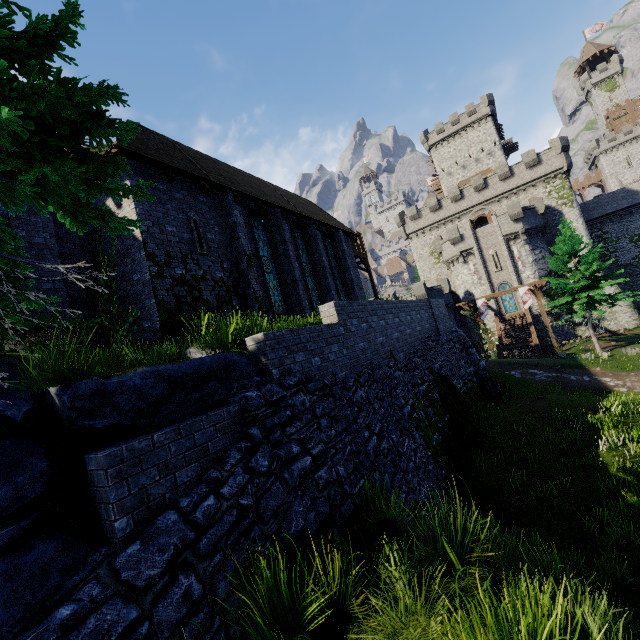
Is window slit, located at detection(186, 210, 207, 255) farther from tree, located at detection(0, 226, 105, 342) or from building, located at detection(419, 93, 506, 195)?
building, located at detection(419, 93, 506, 195)

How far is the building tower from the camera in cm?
3791

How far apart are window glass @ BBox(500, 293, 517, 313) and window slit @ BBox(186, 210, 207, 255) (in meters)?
38.24

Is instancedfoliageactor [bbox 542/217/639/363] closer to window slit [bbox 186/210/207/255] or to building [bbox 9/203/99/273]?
building [bbox 9/203/99/273]

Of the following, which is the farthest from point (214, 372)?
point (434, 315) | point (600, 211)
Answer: point (600, 211)

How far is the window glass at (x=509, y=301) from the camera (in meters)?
38.75

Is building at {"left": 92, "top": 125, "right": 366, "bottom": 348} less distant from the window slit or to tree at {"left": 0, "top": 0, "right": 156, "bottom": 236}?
the window slit

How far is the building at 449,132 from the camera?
50.9 meters
